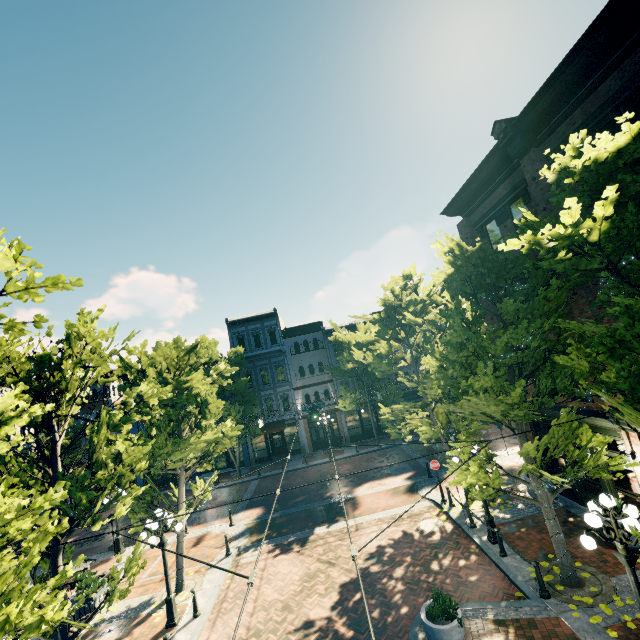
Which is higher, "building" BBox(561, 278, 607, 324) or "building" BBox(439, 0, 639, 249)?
"building" BBox(439, 0, 639, 249)

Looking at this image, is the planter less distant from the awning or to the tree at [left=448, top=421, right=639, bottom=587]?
the tree at [left=448, top=421, right=639, bottom=587]

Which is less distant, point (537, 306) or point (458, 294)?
point (537, 306)

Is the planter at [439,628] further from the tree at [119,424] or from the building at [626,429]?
the building at [626,429]

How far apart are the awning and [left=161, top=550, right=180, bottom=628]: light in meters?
18.1 m

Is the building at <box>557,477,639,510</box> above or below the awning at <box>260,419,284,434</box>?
below

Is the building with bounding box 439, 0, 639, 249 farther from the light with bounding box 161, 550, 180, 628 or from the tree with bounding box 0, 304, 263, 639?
the light with bounding box 161, 550, 180, 628

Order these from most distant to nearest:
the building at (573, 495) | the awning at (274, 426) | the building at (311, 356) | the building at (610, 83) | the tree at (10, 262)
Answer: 1. the building at (311, 356)
2. the awning at (274, 426)
3. the building at (573, 495)
4. the building at (610, 83)
5. the tree at (10, 262)
